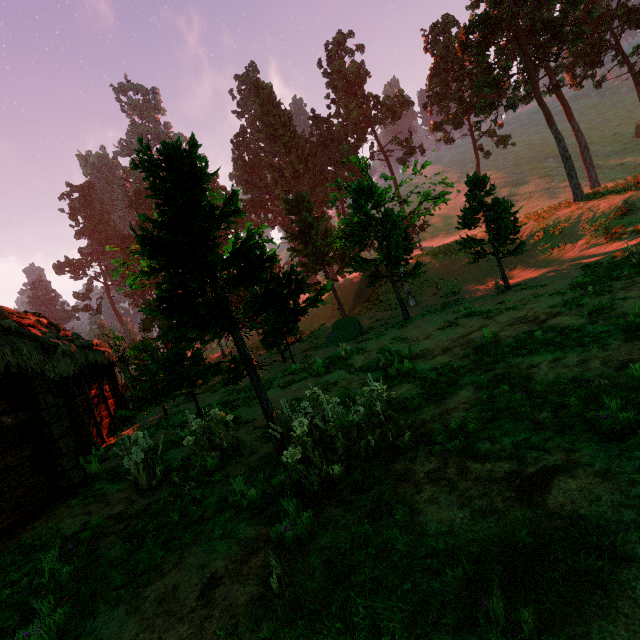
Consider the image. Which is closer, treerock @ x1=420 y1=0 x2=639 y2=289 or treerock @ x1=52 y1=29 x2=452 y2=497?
treerock @ x1=52 y1=29 x2=452 y2=497

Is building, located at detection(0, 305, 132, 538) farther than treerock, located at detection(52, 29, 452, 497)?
Yes

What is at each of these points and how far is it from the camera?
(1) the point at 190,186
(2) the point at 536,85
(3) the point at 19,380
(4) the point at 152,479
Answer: (1) treerock, 5.5m
(2) treerock, 23.9m
(3) building, 7.1m
(4) treerock, 6.8m

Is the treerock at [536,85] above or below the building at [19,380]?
above

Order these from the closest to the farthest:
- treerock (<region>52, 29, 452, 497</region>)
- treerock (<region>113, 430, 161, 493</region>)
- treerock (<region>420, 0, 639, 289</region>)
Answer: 1. treerock (<region>52, 29, 452, 497</region>)
2. treerock (<region>113, 430, 161, 493</region>)
3. treerock (<region>420, 0, 639, 289</region>)

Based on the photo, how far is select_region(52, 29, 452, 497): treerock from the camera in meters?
4.8

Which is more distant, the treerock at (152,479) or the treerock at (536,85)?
the treerock at (536,85)
